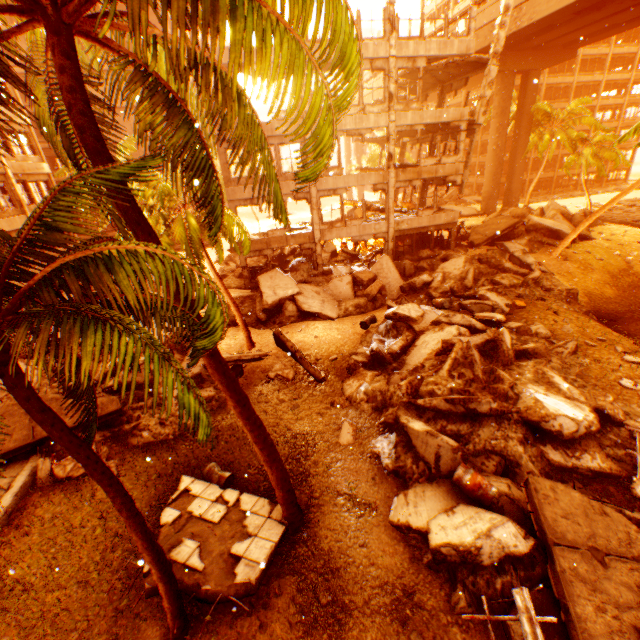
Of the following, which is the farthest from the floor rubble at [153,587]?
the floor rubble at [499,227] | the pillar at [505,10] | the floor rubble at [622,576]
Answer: the floor rubble at [499,227]

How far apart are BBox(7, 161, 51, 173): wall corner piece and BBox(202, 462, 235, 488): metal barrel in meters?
21.6 m

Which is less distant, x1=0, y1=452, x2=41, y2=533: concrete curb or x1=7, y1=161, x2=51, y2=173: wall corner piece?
x1=0, y1=452, x2=41, y2=533: concrete curb

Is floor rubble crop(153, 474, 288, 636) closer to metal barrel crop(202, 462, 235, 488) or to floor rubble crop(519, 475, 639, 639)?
metal barrel crop(202, 462, 235, 488)

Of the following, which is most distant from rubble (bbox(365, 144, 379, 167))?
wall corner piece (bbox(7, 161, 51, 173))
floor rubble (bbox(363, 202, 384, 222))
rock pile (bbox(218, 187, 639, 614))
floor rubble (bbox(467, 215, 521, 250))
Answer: floor rubble (bbox(363, 202, 384, 222))

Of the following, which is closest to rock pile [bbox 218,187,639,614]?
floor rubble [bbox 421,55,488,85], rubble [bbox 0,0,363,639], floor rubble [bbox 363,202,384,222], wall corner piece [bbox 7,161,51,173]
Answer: rubble [bbox 0,0,363,639]

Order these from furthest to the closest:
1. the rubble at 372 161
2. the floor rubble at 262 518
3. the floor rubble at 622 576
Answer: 1. the rubble at 372 161
2. the floor rubble at 262 518
3. the floor rubble at 622 576

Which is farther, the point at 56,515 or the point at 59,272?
the point at 56,515
